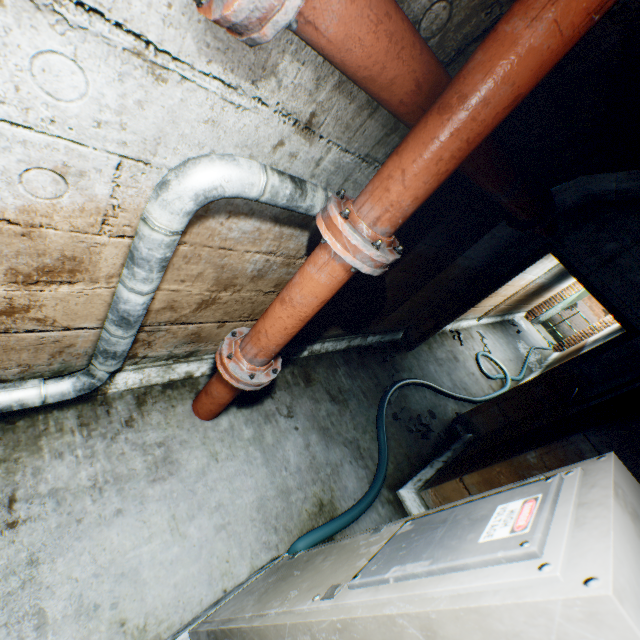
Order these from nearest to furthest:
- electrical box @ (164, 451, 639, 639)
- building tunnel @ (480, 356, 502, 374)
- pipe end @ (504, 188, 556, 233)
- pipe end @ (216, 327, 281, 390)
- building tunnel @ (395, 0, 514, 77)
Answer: electrical box @ (164, 451, 639, 639) → building tunnel @ (395, 0, 514, 77) → pipe end @ (216, 327, 281, 390) → pipe end @ (504, 188, 556, 233) → building tunnel @ (480, 356, 502, 374)

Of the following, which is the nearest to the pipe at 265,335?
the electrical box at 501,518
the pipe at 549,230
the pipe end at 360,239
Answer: the pipe end at 360,239

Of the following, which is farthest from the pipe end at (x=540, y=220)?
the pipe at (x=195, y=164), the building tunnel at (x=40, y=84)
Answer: the pipe at (x=195, y=164)

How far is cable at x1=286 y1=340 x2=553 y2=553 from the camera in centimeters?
221cm

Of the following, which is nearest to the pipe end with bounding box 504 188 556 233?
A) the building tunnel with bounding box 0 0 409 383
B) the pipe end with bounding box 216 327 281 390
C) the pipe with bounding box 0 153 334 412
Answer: Answer: the building tunnel with bounding box 0 0 409 383

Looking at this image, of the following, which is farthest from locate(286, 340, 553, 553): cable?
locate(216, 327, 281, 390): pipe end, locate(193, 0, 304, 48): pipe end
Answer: locate(193, 0, 304, 48): pipe end

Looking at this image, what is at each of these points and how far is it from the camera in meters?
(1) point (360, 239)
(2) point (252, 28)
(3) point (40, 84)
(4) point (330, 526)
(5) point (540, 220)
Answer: (1) pipe end, 1.2 m
(2) pipe end, 0.7 m
(3) building tunnel, 0.8 m
(4) cable, 2.3 m
(5) pipe end, 2.7 m

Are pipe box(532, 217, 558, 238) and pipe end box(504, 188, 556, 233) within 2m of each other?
yes
